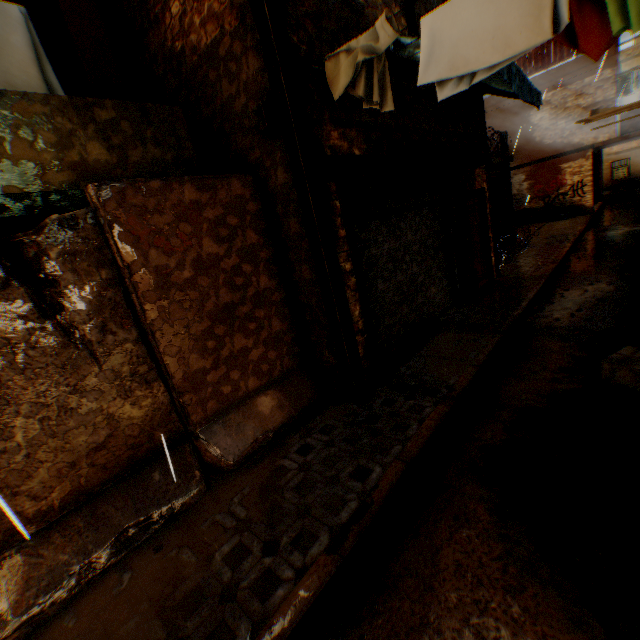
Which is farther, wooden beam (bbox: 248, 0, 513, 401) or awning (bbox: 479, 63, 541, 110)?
awning (bbox: 479, 63, 541, 110)

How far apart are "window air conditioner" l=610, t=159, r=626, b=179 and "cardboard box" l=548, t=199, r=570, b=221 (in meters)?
15.44

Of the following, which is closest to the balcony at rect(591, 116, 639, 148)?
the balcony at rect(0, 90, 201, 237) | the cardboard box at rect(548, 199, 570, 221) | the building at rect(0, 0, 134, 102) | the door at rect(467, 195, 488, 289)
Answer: the building at rect(0, 0, 134, 102)

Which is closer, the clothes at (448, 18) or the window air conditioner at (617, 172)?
the clothes at (448, 18)

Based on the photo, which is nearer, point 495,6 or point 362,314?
point 495,6

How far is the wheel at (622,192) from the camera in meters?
20.1 m

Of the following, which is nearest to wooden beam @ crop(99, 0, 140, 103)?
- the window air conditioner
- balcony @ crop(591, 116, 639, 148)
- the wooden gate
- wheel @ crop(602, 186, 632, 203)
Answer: the wooden gate

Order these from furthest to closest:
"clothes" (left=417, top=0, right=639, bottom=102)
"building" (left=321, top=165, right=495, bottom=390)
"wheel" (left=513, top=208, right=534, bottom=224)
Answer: "wheel" (left=513, top=208, right=534, bottom=224), "building" (left=321, top=165, right=495, bottom=390), "clothes" (left=417, top=0, right=639, bottom=102)
